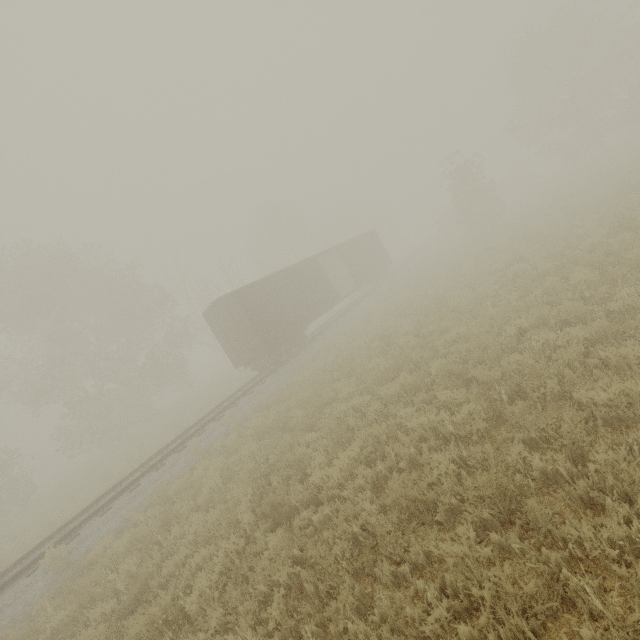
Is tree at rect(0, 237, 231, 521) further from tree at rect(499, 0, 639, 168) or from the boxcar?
tree at rect(499, 0, 639, 168)

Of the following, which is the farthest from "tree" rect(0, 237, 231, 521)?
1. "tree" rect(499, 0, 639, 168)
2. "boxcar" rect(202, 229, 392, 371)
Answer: "tree" rect(499, 0, 639, 168)

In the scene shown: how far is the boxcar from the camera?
16.8 meters

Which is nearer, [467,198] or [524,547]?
[524,547]

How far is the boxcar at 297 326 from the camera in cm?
1683

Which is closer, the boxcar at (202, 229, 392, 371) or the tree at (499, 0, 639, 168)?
the boxcar at (202, 229, 392, 371)

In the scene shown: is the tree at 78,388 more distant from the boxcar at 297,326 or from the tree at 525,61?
the tree at 525,61

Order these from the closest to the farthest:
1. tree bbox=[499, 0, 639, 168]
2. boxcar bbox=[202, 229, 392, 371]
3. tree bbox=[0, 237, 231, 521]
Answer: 1. boxcar bbox=[202, 229, 392, 371]
2. tree bbox=[0, 237, 231, 521]
3. tree bbox=[499, 0, 639, 168]
